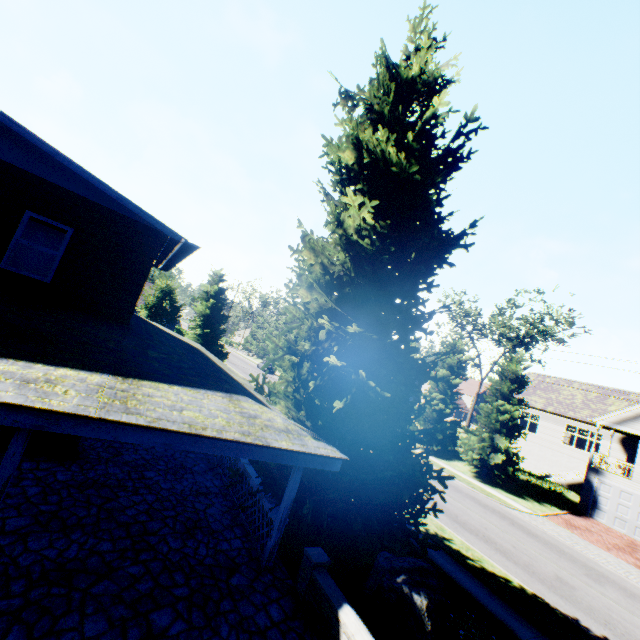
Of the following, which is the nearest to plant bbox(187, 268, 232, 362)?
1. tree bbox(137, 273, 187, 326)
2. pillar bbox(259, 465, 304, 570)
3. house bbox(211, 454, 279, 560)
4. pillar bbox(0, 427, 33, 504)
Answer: house bbox(211, 454, 279, 560)

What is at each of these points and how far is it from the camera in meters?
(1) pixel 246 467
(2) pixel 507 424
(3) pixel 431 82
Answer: (1) house, 9.8 m
(2) tree, 25.5 m
(3) plant, 8.8 m

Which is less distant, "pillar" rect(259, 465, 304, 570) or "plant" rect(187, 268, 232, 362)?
"pillar" rect(259, 465, 304, 570)

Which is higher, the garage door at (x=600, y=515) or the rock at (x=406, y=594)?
the garage door at (x=600, y=515)

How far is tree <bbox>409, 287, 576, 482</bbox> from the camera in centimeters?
2505cm

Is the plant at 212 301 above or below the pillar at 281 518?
above

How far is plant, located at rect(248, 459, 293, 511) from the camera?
7.8 meters

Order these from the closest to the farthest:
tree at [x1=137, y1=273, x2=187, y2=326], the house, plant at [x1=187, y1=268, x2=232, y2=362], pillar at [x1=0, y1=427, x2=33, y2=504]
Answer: Result: pillar at [x1=0, y1=427, x2=33, y2=504] < the house < plant at [x1=187, y1=268, x2=232, y2=362] < tree at [x1=137, y1=273, x2=187, y2=326]
